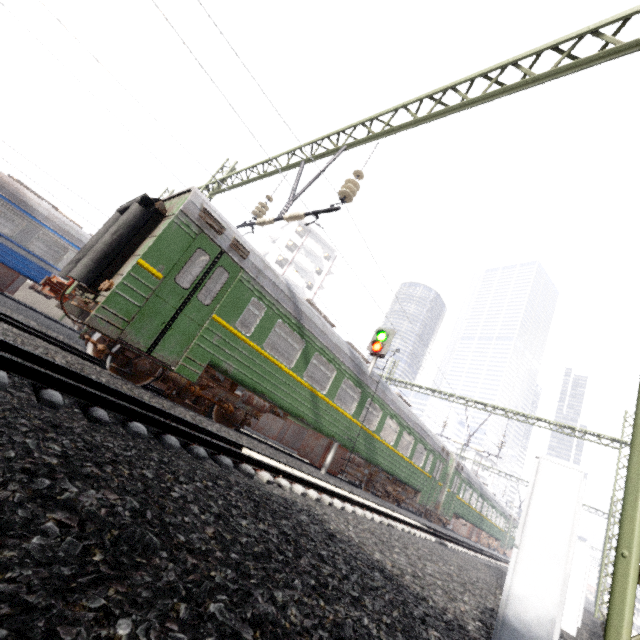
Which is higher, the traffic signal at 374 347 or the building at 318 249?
the building at 318 249

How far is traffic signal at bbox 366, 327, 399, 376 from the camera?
12.5m

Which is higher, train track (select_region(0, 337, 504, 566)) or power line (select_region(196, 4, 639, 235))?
power line (select_region(196, 4, 639, 235))

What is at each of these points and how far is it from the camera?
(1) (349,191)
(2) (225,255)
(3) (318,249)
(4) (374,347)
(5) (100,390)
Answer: (1) power line, 7.65m
(2) train, 7.59m
(3) building, 49.50m
(4) traffic signal, 12.73m
(5) train track, 4.81m

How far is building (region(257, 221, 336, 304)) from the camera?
47.1m

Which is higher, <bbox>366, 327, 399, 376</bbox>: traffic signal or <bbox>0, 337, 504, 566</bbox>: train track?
<bbox>366, 327, 399, 376</bbox>: traffic signal

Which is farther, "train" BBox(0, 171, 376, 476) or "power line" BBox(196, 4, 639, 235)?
"train" BBox(0, 171, 376, 476)

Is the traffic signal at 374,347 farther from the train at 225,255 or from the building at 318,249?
the building at 318,249
